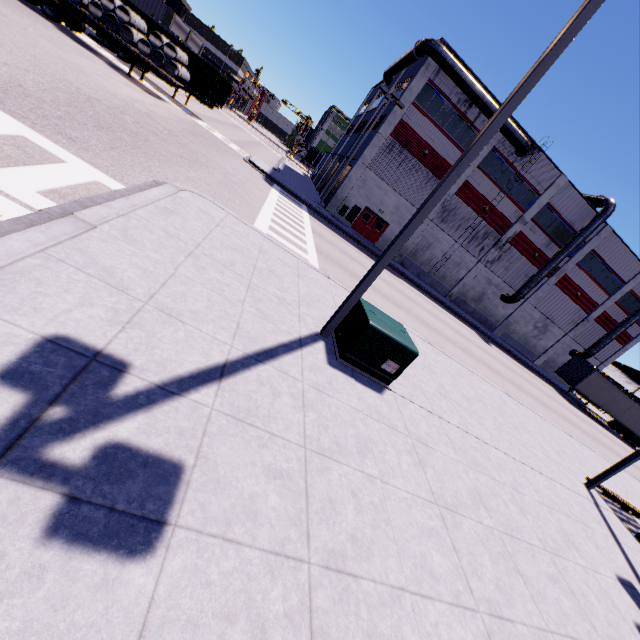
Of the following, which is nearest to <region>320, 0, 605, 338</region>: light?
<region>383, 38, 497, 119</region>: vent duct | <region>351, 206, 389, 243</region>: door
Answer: <region>383, 38, 497, 119</region>: vent duct

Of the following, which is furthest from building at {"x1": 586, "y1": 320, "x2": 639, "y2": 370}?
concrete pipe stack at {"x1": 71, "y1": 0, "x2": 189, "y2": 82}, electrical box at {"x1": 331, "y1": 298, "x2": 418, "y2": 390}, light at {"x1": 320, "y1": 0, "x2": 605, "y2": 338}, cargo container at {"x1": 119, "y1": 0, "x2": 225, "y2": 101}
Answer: light at {"x1": 320, "y1": 0, "x2": 605, "y2": 338}

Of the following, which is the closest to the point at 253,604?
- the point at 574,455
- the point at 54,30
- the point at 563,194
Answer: the point at 574,455

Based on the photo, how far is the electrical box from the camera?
6.3 meters

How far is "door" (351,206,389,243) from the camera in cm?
3002

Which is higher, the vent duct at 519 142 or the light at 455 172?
the vent duct at 519 142

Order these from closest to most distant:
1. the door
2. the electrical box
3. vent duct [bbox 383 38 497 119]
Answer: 1. the electrical box
2. vent duct [bbox 383 38 497 119]
3. the door

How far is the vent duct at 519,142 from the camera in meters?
26.0 m
